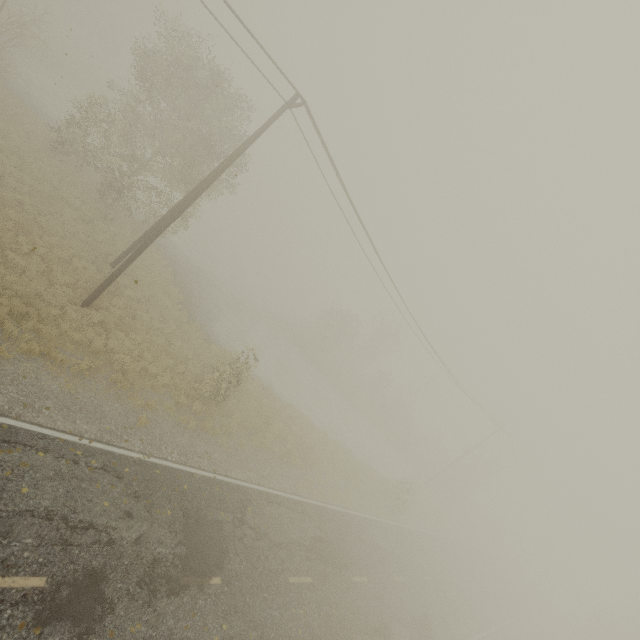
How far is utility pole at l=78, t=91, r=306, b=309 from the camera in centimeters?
1238cm

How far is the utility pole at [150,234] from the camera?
12.4m

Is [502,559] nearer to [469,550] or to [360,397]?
[469,550]
